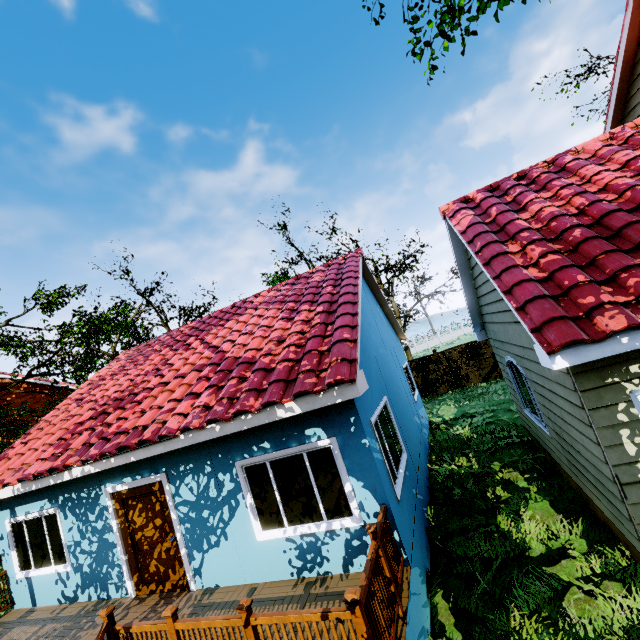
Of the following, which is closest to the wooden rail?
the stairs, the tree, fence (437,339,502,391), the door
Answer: the stairs

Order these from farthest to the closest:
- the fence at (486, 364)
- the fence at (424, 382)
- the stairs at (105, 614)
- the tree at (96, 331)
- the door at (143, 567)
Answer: the fence at (424, 382)
the fence at (486, 364)
the tree at (96, 331)
the door at (143, 567)
the stairs at (105, 614)

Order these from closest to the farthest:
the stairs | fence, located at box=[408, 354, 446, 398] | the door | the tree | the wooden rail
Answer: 1. the wooden rail
2. the stairs
3. the door
4. the tree
5. fence, located at box=[408, 354, 446, 398]

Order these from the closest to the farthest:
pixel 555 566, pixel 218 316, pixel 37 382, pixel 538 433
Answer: pixel 555 566
pixel 538 433
pixel 218 316
pixel 37 382

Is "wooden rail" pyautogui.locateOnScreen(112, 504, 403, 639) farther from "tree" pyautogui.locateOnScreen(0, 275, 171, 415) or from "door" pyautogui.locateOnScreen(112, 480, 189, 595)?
"tree" pyautogui.locateOnScreen(0, 275, 171, 415)

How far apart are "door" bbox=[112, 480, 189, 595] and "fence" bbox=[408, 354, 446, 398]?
15.0 meters

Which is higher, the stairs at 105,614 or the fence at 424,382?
the stairs at 105,614
